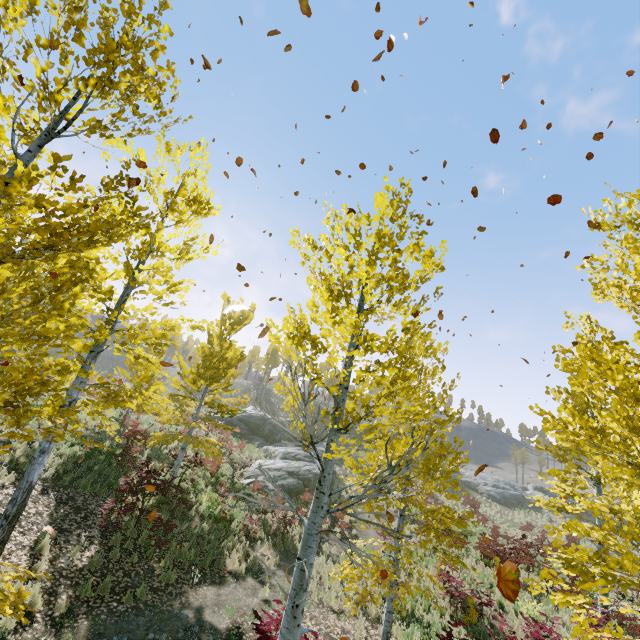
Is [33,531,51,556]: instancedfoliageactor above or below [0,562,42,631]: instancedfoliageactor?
above

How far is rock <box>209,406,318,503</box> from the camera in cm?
1895

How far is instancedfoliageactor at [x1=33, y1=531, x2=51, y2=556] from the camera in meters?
7.6

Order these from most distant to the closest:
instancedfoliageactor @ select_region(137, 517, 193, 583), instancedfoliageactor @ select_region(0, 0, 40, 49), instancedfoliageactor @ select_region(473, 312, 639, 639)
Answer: instancedfoliageactor @ select_region(137, 517, 193, 583) < instancedfoliageactor @ select_region(0, 0, 40, 49) < instancedfoliageactor @ select_region(473, 312, 639, 639)

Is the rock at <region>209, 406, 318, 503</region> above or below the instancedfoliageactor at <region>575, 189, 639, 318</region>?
below

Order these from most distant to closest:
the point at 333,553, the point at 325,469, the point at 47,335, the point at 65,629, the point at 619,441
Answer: the point at 333,553 < the point at 65,629 < the point at 47,335 < the point at 325,469 < the point at 619,441

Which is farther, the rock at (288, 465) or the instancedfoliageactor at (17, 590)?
the rock at (288, 465)
